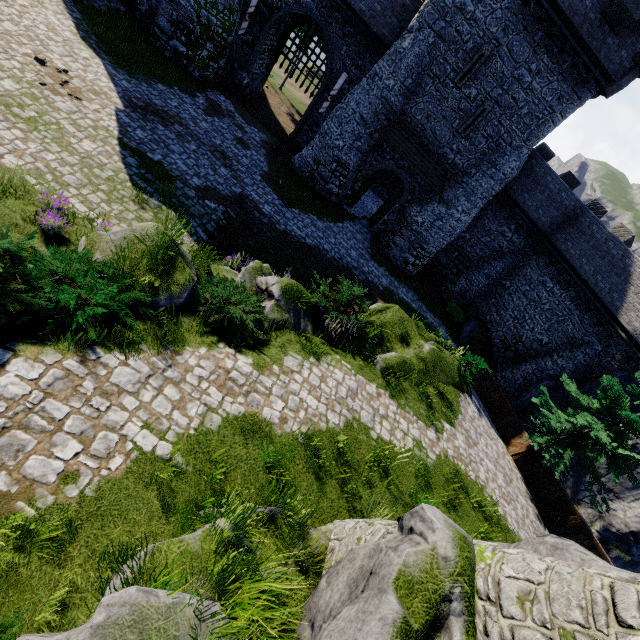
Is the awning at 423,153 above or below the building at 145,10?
above

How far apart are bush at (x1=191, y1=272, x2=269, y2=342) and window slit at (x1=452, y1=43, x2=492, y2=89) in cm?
1798

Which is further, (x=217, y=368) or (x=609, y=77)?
(x=609, y=77)

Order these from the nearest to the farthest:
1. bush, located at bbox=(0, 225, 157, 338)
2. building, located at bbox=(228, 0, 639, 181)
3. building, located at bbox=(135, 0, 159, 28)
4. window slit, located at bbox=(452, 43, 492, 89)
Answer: bush, located at bbox=(0, 225, 157, 338) → building, located at bbox=(228, 0, 639, 181) → window slit, located at bbox=(452, 43, 492, 89) → building, located at bbox=(135, 0, 159, 28)

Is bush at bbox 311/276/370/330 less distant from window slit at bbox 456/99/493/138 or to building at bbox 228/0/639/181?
building at bbox 228/0/639/181

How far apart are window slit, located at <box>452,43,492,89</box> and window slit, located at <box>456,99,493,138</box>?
1.3m

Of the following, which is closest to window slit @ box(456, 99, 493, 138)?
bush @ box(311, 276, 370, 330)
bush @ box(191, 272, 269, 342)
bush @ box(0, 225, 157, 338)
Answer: bush @ box(311, 276, 370, 330)

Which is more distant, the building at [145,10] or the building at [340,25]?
the building at [145,10]
